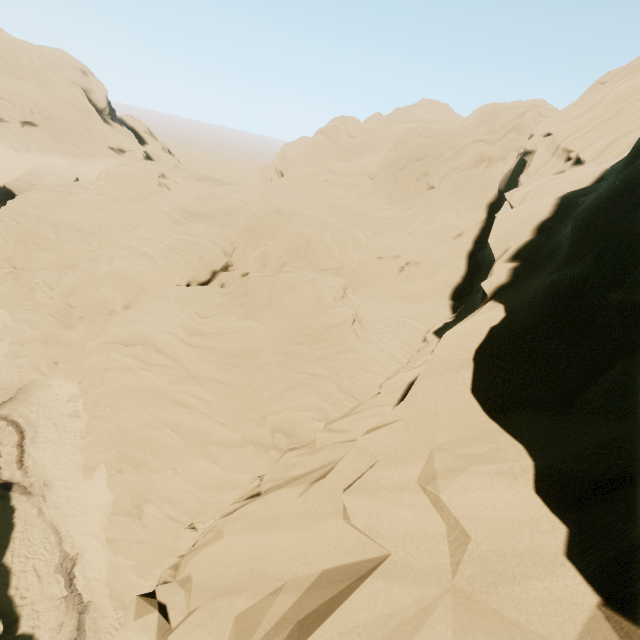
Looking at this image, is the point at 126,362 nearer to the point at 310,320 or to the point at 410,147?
the point at 310,320
